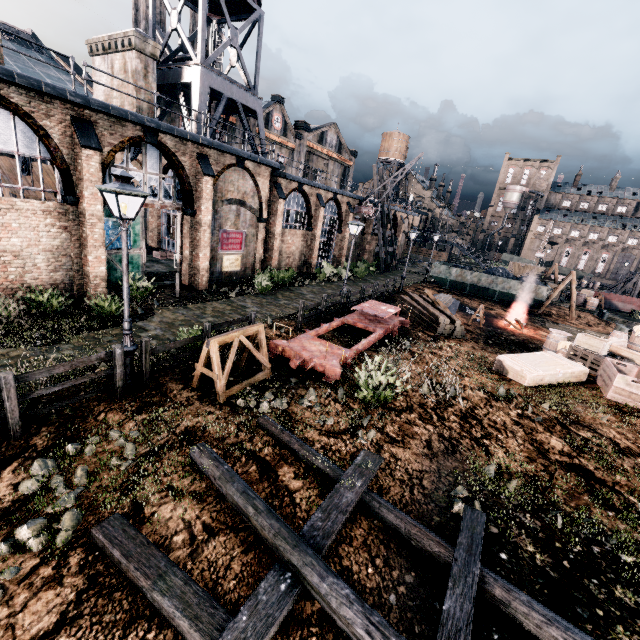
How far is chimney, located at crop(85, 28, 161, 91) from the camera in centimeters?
1683cm

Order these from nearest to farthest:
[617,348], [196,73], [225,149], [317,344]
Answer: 1. [317,344]
2. [617,348]
3. [225,149]
4. [196,73]

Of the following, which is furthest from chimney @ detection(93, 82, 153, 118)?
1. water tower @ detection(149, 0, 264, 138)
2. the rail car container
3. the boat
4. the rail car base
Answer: the boat

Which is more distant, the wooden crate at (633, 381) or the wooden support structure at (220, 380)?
the wooden crate at (633, 381)

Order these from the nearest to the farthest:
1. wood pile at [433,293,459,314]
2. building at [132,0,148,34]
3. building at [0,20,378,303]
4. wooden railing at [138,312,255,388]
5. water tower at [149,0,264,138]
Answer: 1. wooden railing at [138,312,255,388]
2. building at [0,20,378,303]
3. water tower at [149,0,264,138]
4. wood pile at [433,293,459,314]
5. building at [132,0,148,34]

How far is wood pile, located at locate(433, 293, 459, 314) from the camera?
24.7 meters

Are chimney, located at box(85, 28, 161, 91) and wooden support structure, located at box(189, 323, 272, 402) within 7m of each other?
no

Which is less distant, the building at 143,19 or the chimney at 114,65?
the chimney at 114,65
